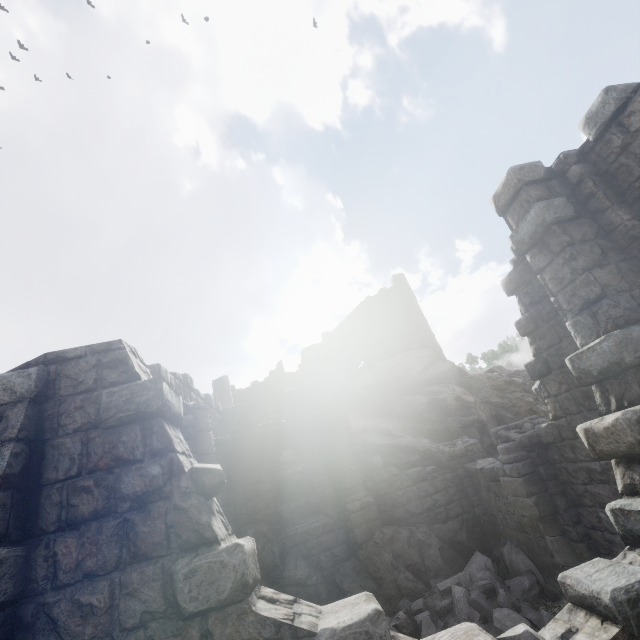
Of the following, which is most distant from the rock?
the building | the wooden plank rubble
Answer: the wooden plank rubble

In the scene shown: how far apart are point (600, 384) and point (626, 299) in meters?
1.3 m

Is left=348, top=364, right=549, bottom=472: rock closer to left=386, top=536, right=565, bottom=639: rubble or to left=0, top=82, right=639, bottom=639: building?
left=0, top=82, right=639, bottom=639: building

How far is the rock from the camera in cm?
1583

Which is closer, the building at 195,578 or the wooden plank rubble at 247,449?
the building at 195,578

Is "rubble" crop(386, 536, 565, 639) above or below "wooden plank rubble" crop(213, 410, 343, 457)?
below

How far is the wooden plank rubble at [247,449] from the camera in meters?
9.3 m

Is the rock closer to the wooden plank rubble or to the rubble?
the wooden plank rubble
